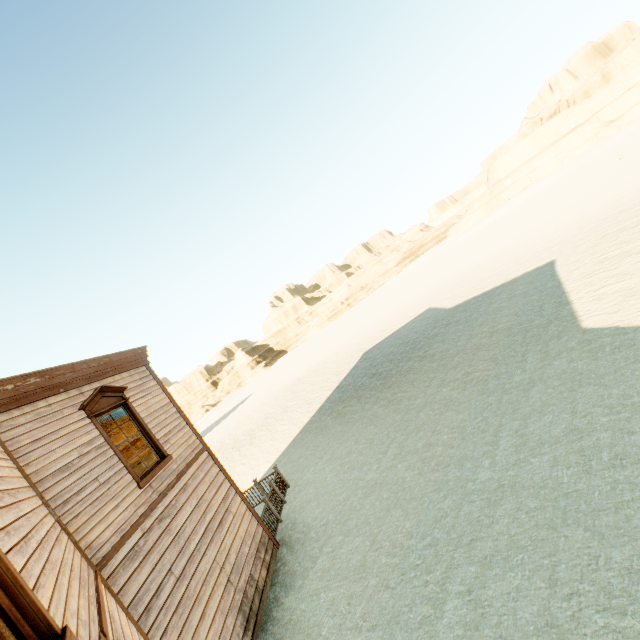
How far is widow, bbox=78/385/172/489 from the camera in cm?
661

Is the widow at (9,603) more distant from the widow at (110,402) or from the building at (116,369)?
the widow at (110,402)

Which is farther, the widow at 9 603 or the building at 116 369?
the building at 116 369

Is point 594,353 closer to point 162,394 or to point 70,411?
point 162,394

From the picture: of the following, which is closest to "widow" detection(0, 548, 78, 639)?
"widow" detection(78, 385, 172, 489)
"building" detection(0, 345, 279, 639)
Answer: "building" detection(0, 345, 279, 639)

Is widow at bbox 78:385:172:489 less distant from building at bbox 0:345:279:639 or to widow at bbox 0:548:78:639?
building at bbox 0:345:279:639

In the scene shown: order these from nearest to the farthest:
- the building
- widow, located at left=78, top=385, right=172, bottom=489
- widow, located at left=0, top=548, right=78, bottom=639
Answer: widow, located at left=0, top=548, right=78, bottom=639, the building, widow, located at left=78, top=385, right=172, bottom=489

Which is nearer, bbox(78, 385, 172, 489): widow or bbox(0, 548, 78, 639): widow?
bbox(0, 548, 78, 639): widow
